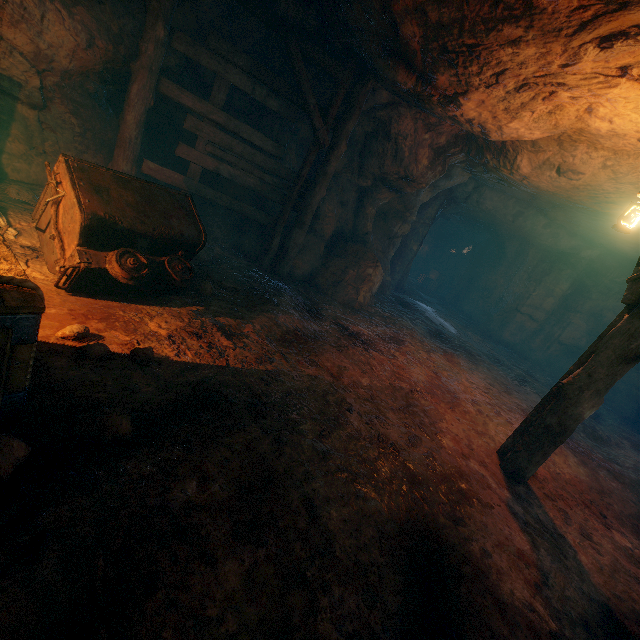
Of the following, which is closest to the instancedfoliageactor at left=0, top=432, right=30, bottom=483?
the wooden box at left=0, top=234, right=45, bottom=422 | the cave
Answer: the wooden box at left=0, top=234, right=45, bottom=422

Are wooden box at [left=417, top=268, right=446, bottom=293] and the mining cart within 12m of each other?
no

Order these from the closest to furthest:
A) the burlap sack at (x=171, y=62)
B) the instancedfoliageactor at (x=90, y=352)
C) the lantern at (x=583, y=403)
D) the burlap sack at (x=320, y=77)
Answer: the instancedfoliageactor at (x=90, y=352) → the lantern at (x=583, y=403) → the burlap sack at (x=171, y=62) → the burlap sack at (x=320, y=77)

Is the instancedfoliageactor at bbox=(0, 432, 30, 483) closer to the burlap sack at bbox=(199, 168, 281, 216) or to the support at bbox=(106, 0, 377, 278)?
the burlap sack at bbox=(199, 168, 281, 216)

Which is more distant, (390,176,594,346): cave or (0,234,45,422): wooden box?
(390,176,594,346): cave

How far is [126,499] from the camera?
1.8m

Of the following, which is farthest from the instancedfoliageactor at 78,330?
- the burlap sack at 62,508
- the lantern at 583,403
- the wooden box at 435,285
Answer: the wooden box at 435,285

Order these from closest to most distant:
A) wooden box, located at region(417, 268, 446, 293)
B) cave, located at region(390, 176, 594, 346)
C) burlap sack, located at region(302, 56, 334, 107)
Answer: burlap sack, located at region(302, 56, 334, 107) < cave, located at region(390, 176, 594, 346) < wooden box, located at region(417, 268, 446, 293)
